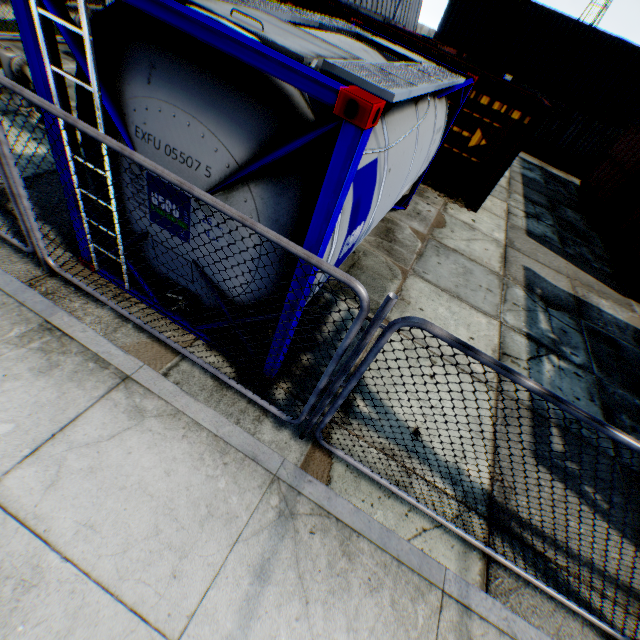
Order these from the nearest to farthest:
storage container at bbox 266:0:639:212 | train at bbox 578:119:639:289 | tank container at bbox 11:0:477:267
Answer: tank container at bbox 11:0:477:267 → storage container at bbox 266:0:639:212 → train at bbox 578:119:639:289

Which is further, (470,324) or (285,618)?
(470,324)

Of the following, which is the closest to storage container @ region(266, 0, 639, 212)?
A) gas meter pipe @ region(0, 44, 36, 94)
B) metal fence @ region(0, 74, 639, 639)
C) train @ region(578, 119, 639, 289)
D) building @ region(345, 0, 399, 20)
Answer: train @ region(578, 119, 639, 289)

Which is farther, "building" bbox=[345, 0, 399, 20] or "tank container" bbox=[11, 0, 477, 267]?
"building" bbox=[345, 0, 399, 20]

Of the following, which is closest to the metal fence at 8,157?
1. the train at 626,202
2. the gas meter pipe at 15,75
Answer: the gas meter pipe at 15,75

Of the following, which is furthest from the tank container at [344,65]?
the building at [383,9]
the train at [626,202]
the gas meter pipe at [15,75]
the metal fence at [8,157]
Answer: the building at [383,9]

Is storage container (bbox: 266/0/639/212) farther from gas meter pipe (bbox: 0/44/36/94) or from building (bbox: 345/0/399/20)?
gas meter pipe (bbox: 0/44/36/94)

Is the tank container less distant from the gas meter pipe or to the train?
the gas meter pipe
